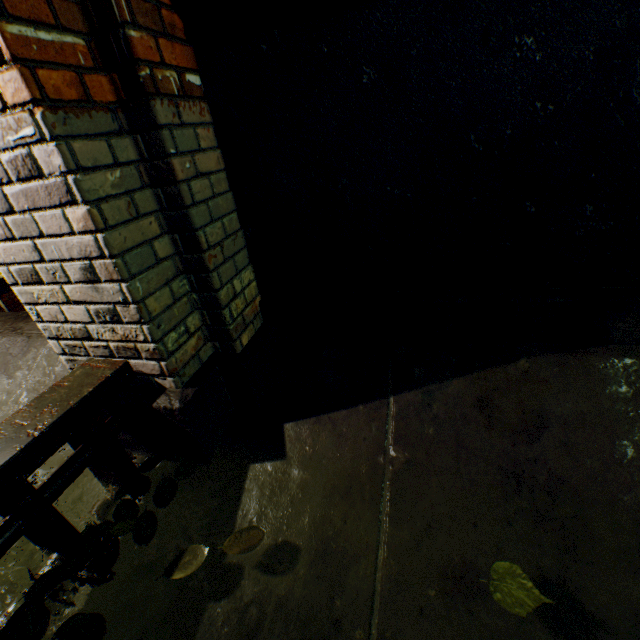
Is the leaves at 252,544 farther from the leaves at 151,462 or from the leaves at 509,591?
the leaves at 509,591

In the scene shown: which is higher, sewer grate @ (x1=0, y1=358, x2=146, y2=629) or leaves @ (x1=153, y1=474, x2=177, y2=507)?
sewer grate @ (x1=0, y1=358, x2=146, y2=629)

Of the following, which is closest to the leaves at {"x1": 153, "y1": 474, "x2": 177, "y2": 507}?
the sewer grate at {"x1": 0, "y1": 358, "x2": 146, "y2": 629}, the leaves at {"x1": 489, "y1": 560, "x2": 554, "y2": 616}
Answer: the sewer grate at {"x1": 0, "y1": 358, "x2": 146, "y2": 629}

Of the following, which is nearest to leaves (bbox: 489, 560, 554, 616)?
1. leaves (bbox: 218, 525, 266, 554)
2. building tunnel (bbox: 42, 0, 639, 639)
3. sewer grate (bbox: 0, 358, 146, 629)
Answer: building tunnel (bbox: 42, 0, 639, 639)

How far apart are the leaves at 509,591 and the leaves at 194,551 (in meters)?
0.80

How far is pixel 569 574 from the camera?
1.0m

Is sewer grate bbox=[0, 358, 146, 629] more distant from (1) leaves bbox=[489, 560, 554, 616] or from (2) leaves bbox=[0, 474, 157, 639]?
(1) leaves bbox=[489, 560, 554, 616]

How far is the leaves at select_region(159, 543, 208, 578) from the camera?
1.1 meters
